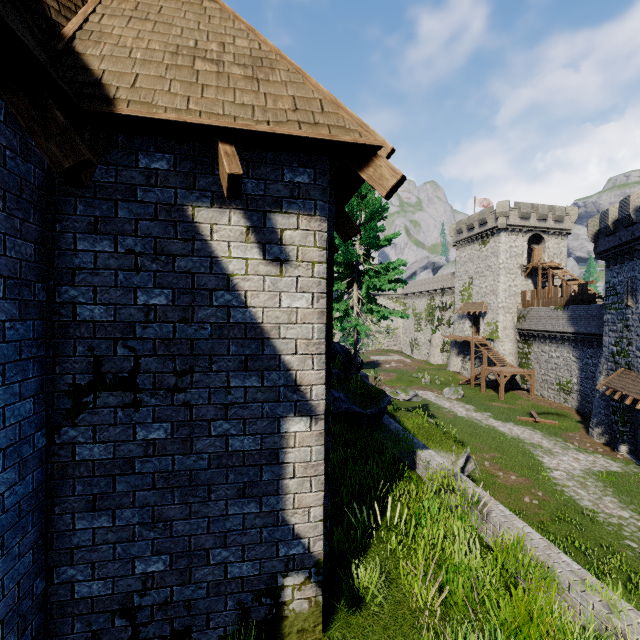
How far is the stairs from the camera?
34.7 meters

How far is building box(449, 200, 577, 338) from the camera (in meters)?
40.28

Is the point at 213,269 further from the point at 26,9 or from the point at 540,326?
the point at 540,326

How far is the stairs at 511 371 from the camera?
34.72m

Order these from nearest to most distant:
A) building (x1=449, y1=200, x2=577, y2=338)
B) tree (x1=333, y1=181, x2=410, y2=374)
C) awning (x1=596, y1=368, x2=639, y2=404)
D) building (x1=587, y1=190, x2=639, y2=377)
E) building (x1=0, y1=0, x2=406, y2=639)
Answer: building (x1=0, y1=0, x2=406, y2=639), tree (x1=333, y1=181, x2=410, y2=374), awning (x1=596, y1=368, x2=639, y2=404), building (x1=587, y1=190, x2=639, y2=377), building (x1=449, y1=200, x2=577, y2=338)

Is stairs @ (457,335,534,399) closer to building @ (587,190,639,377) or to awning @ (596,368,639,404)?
building @ (587,190,639,377)

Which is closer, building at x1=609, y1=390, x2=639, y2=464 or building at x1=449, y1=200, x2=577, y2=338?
building at x1=609, y1=390, x2=639, y2=464

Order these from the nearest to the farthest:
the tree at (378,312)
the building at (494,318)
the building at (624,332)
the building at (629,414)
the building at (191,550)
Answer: the building at (191,550) → the tree at (378,312) → the building at (624,332) → the building at (629,414) → the building at (494,318)
